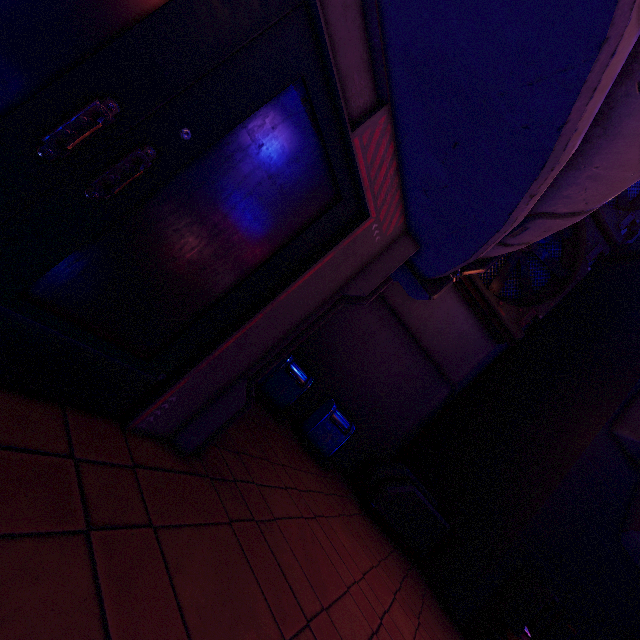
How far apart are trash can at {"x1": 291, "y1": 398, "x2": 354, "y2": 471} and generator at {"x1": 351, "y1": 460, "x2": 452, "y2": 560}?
1.09m

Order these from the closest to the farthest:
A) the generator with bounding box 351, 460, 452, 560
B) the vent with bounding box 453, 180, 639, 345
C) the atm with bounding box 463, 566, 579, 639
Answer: the atm with bounding box 463, 566, 579, 639
the generator with bounding box 351, 460, 452, 560
the vent with bounding box 453, 180, 639, 345

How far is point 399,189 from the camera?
2.7 meters

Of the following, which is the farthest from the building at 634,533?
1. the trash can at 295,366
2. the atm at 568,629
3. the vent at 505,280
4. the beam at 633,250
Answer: the trash can at 295,366

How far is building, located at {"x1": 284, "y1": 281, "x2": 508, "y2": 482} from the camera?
8.7m

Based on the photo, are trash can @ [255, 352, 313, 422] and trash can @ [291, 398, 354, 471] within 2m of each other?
yes

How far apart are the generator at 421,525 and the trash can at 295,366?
2.6 meters

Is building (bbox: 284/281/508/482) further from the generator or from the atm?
the atm
